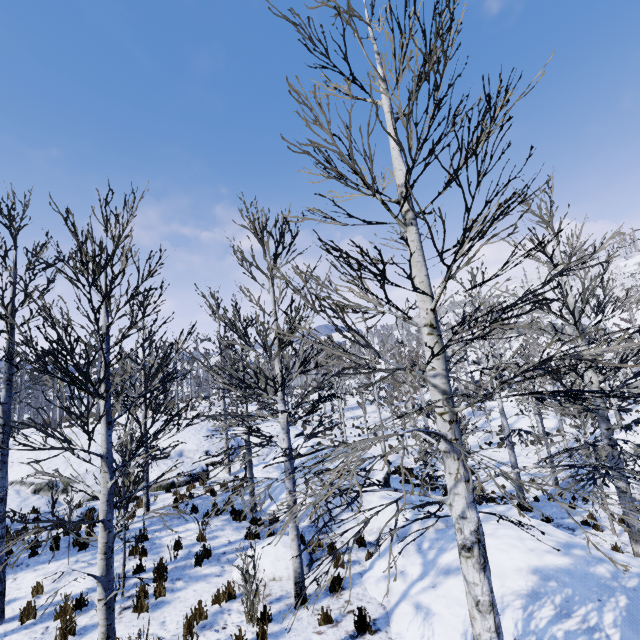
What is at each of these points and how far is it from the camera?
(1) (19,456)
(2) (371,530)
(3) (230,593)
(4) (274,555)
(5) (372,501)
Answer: (1) rock, 14.3m
(2) rock, 10.1m
(3) instancedfoliageactor, 7.0m
(4) rock, 8.1m
(5) rock, 11.2m

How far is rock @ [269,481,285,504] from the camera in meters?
12.0 m

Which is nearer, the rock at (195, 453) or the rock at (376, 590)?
the rock at (376, 590)

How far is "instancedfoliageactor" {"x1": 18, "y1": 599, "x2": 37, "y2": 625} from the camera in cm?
656

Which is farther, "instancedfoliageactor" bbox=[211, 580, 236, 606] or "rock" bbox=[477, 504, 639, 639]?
"instancedfoliageactor" bbox=[211, 580, 236, 606]

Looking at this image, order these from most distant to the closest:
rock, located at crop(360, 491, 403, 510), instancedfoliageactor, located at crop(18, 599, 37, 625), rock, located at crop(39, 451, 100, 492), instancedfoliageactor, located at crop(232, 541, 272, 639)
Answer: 1. rock, located at crop(39, 451, 100, 492)
2. rock, located at crop(360, 491, 403, 510)
3. instancedfoliageactor, located at crop(18, 599, 37, 625)
4. instancedfoliageactor, located at crop(232, 541, 272, 639)

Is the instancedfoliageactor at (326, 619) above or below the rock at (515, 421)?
above
